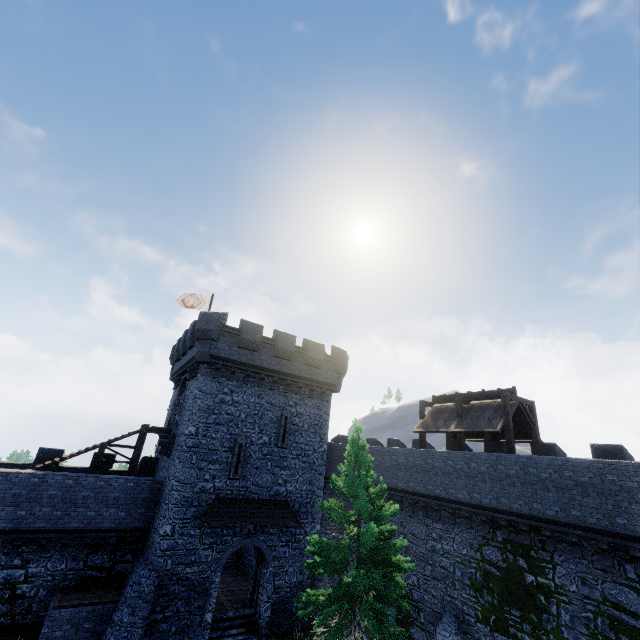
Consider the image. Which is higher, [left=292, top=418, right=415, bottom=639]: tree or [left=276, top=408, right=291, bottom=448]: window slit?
[left=276, top=408, right=291, bottom=448]: window slit

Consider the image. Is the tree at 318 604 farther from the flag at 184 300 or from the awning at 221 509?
the flag at 184 300

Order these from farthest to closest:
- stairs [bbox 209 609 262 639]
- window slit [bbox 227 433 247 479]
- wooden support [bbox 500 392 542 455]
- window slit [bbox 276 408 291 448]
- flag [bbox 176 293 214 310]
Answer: flag [bbox 176 293 214 310], window slit [bbox 276 408 291 448], window slit [bbox 227 433 247 479], wooden support [bbox 500 392 542 455], stairs [bbox 209 609 262 639]

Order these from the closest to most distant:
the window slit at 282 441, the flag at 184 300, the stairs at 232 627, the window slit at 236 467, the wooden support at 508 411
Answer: the stairs at 232 627, the wooden support at 508 411, the window slit at 236 467, the window slit at 282 441, the flag at 184 300

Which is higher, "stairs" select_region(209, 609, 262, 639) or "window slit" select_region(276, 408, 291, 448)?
"window slit" select_region(276, 408, 291, 448)

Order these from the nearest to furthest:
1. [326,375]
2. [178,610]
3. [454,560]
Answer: [178,610]
[454,560]
[326,375]

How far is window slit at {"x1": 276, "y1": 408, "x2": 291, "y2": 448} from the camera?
21.2 meters

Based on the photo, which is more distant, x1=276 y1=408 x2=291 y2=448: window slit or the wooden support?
x1=276 y1=408 x2=291 y2=448: window slit
